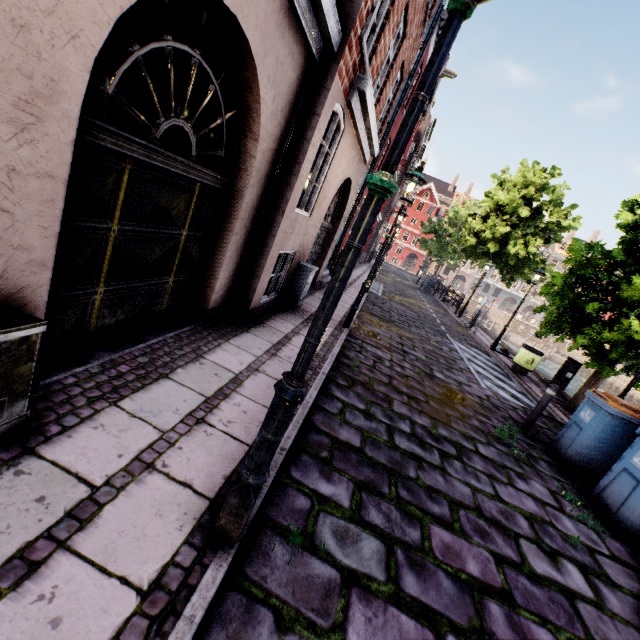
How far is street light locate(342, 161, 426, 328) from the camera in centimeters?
673cm

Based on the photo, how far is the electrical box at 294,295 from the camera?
7.1 meters

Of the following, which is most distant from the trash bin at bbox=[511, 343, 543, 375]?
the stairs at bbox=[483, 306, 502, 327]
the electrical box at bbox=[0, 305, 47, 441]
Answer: the stairs at bbox=[483, 306, 502, 327]

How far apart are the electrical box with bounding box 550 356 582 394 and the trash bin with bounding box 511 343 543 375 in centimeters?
57cm

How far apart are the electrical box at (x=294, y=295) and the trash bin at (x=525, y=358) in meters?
A: 8.4

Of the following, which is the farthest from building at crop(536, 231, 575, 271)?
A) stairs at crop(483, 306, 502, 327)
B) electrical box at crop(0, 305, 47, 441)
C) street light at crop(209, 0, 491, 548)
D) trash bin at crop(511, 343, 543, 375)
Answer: stairs at crop(483, 306, 502, 327)

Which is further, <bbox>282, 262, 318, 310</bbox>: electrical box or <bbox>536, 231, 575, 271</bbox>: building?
<bbox>536, 231, 575, 271</bbox>: building

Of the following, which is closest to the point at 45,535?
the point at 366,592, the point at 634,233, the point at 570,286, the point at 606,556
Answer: the point at 366,592
